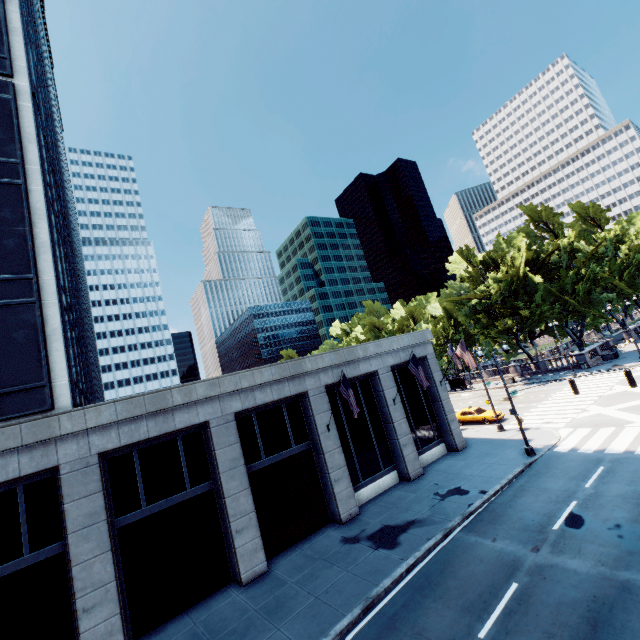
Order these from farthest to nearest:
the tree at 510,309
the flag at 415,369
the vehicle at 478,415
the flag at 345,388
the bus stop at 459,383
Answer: the bus stop at 459,383 < the tree at 510,309 < the vehicle at 478,415 < the flag at 415,369 < the flag at 345,388

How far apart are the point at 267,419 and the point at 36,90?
23.5 meters

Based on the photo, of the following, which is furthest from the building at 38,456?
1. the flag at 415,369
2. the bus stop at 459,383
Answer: the bus stop at 459,383

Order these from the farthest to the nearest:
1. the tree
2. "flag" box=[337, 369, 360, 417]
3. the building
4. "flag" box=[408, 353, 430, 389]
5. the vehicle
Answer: the tree, the vehicle, "flag" box=[408, 353, 430, 389], "flag" box=[337, 369, 360, 417], the building

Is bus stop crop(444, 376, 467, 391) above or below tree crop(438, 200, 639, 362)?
below

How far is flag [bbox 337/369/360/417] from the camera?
17.1 meters

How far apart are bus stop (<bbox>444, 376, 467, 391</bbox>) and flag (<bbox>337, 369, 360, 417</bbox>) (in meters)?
40.89

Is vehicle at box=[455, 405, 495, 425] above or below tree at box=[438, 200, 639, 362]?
below
